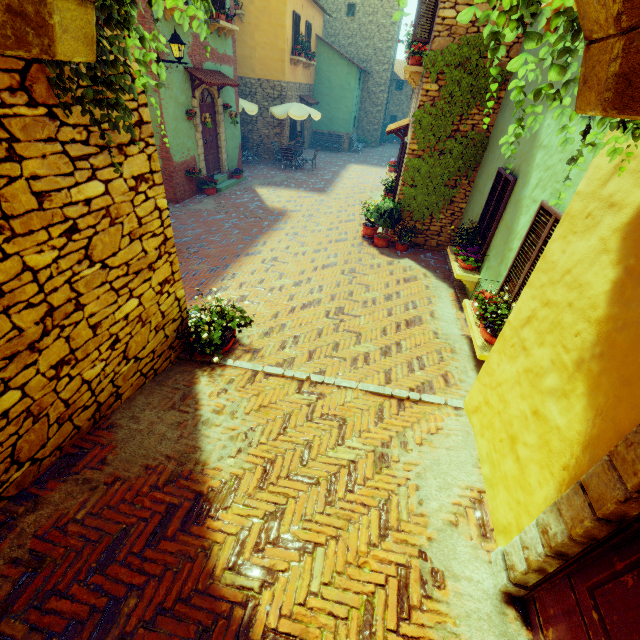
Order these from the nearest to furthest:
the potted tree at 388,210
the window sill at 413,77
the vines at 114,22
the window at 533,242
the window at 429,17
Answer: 1. the vines at 114,22
2. the window at 533,242
3. the window at 429,17
4. the window sill at 413,77
5. the potted tree at 388,210

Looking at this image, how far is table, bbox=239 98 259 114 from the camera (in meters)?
14.55

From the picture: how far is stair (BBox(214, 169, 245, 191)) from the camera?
12.3 meters

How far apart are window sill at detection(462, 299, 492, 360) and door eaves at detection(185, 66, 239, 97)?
Result: 10.11m

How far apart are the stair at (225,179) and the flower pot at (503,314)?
10.77m

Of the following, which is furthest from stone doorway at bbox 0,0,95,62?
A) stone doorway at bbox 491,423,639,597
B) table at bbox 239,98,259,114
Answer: table at bbox 239,98,259,114

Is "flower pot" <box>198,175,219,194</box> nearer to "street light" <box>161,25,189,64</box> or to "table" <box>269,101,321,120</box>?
"street light" <box>161,25,189,64</box>

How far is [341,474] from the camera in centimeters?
321cm
